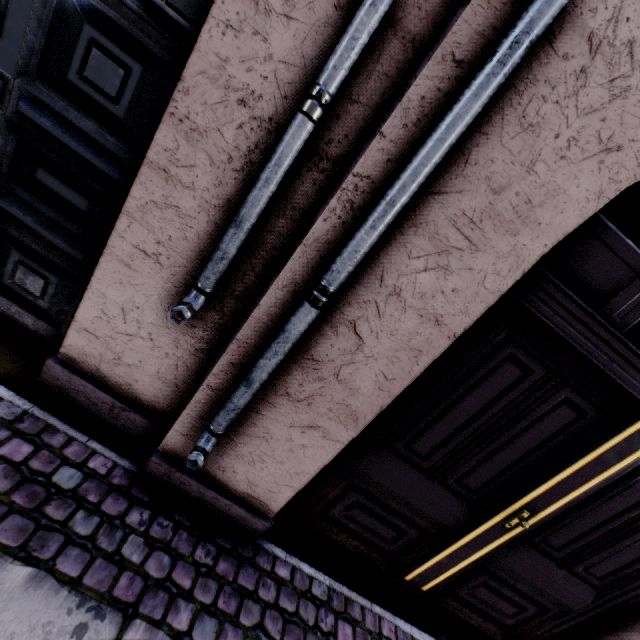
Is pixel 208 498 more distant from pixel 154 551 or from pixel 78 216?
pixel 78 216
